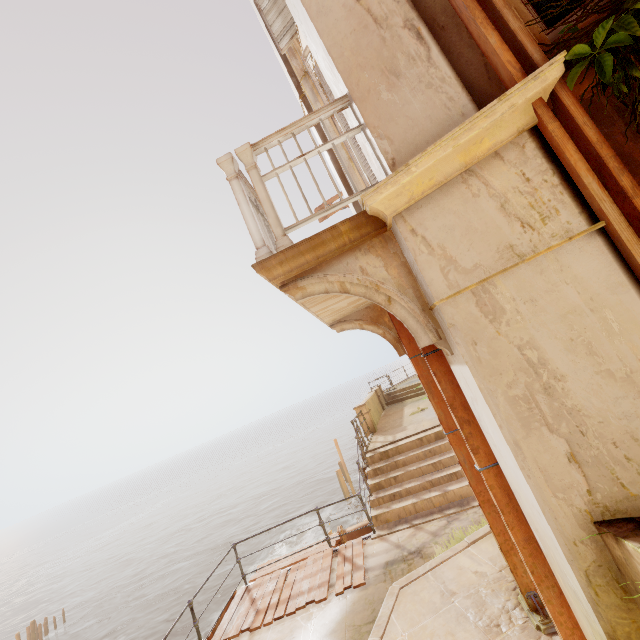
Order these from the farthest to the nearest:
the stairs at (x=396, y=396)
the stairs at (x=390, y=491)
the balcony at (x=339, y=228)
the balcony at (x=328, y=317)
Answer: the stairs at (x=396, y=396) → the stairs at (x=390, y=491) → the balcony at (x=328, y=317) → the balcony at (x=339, y=228)

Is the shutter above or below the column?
above

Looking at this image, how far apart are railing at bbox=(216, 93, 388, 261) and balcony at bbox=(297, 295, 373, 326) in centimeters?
1cm

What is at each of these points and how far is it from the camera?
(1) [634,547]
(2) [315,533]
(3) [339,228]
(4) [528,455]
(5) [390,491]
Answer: (1) building, 1.6m
(2) rock, 25.4m
(3) balcony, 2.5m
(4) column, 2.0m
(5) stairs, 8.4m

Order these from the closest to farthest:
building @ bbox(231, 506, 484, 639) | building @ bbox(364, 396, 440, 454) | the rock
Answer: building @ bbox(231, 506, 484, 639)
building @ bbox(364, 396, 440, 454)
the rock

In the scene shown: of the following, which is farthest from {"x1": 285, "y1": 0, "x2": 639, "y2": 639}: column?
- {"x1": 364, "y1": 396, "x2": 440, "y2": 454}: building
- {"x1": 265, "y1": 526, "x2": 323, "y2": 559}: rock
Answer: {"x1": 265, "y1": 526, "x2": 323, "y2": 559}: rock

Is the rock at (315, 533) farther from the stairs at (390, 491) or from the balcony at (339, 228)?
the balcony at (339, 228)
